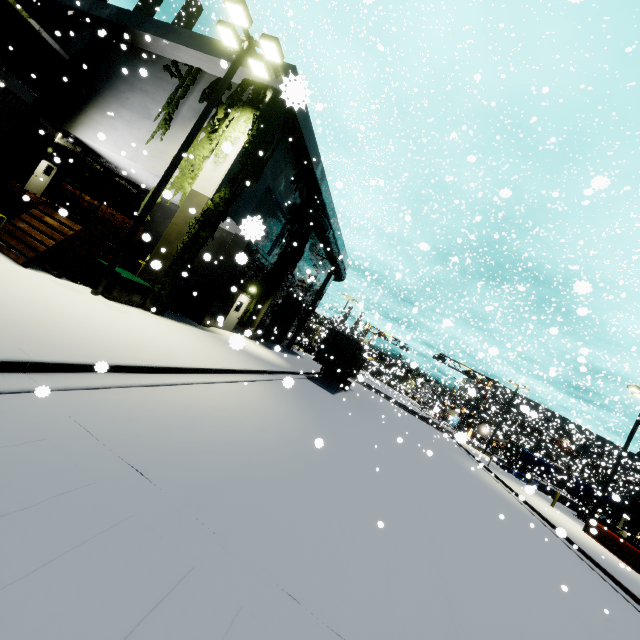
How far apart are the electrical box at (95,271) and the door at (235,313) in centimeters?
678cm

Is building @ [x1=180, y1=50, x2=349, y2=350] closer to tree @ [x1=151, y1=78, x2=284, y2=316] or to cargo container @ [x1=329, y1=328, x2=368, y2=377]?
tree @ [x1=151, y1=78, x2=284, y2=316]

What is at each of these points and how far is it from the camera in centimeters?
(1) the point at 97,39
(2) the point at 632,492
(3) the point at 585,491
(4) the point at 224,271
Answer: (1) building, 1502cm
(2) building, 2611cm
(3) tarp, 3700cm
(4) building, 1600cm

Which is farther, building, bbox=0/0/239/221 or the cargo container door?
the cargo container door

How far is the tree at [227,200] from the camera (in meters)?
12.21

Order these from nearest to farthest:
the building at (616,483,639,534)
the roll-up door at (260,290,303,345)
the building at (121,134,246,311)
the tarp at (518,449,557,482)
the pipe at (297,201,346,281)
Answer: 1. the building at (121,134,246,311)
2. the pipe at (297,201,346,281)
3. the roll-up door at (260,290,303,345)
4. the building at (616,483,639,534)
5. the tarp at (518,449,557,482)

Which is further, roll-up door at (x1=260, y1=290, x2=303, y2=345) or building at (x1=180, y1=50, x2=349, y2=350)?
roll-up door at (x1=260, y1=290, x2=303, y2=345)

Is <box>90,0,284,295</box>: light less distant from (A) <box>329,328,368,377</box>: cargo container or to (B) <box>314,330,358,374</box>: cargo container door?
(B) <box>314,330,358,374</box>: cargo container door
